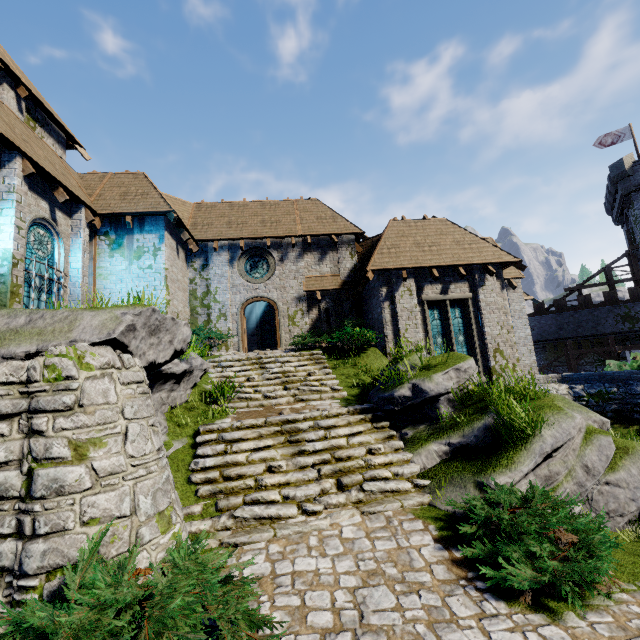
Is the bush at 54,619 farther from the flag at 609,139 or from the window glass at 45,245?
the flag at 609,139

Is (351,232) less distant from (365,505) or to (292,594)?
(365,505)

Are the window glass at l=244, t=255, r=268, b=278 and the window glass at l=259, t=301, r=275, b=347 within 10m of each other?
yes

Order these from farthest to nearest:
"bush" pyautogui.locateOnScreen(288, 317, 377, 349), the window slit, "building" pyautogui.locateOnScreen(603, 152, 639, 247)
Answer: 1. "building" pyautogui.locateOnScreen(603, 152, 639, 247)
2. the window slit
3. "bush" pyautogui.locateOnScreen(288, 317, 377, 349)

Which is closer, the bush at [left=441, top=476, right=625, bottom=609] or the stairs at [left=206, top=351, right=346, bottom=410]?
the bush at [left=441, top=476, right=625, bottom=609]

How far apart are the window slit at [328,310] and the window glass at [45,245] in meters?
10.7

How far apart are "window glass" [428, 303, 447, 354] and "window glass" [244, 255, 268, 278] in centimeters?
812cm

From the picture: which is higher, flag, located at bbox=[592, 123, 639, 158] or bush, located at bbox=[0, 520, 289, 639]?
flag, located at bbox=[592, 123, 639, 158]
